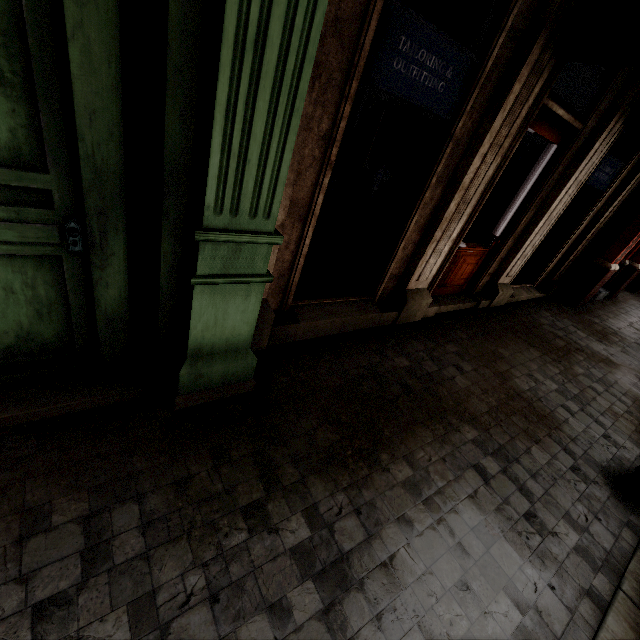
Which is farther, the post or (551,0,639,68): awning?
the post

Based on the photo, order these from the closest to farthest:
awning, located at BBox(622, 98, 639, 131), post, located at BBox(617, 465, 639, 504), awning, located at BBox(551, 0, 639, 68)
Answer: awning, located at BBox(551, 0, 639, 68)
post, located at BBox(617, 465, 639, 504)
awning, located at BBox(622, 98, 639, 131)

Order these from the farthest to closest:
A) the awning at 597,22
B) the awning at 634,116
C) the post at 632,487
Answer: the awning at 634,116, the post at 632,487, the awning at 597,22

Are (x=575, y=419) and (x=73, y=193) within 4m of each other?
no

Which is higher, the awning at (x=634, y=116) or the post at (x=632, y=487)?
the awning at (x=634, y=116)

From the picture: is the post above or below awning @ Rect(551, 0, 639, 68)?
below

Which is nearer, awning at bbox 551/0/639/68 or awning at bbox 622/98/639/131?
awning at bbox 551/0/639/68
